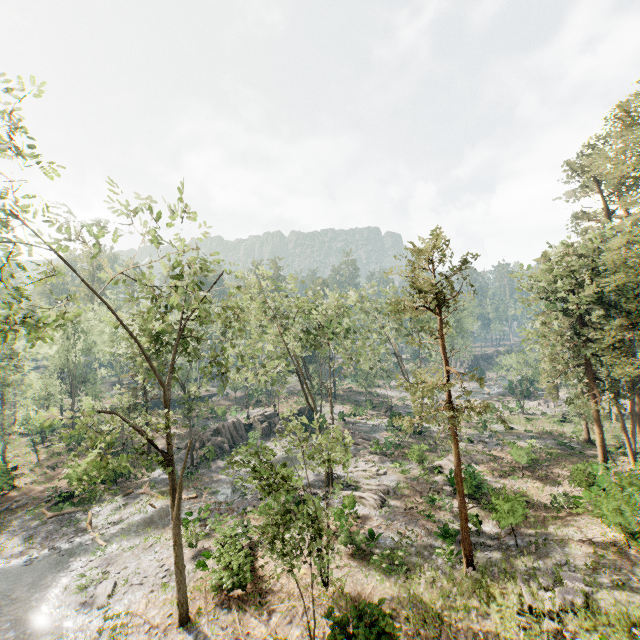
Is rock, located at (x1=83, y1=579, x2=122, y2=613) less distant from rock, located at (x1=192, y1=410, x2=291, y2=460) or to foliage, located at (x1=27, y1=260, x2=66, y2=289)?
foliage, located at (x1=27, y1=260, x2=66, y2=289)

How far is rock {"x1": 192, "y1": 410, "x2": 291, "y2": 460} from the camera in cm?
3769

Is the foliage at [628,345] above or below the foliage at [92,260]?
below

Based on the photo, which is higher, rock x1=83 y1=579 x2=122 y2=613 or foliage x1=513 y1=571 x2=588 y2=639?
foliage x1=513 y1=571 x2=588 y2=639

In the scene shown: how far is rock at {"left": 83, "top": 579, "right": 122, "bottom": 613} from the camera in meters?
17.0

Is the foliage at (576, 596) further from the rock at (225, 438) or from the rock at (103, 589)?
the rock at (103, 589)

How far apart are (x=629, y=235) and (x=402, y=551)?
21.9 meters
